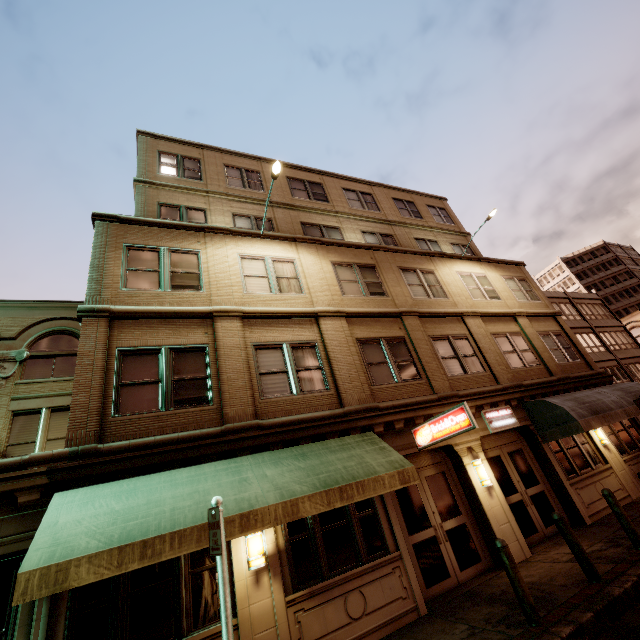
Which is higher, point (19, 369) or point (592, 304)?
point (592, 304)

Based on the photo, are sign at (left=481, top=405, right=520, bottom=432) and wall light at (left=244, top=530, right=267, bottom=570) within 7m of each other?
no

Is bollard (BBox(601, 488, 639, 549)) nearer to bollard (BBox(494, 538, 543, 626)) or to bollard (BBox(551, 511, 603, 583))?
bollard (BBox(551, 511, 603, 583))

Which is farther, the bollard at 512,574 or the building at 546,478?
the building at 546,478

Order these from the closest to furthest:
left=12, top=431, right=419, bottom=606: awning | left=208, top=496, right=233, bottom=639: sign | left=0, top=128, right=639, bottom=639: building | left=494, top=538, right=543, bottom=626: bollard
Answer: left=208, top=496, right=233, bottom=639: sign < left=12, top=431, right=419, bottom=606: awning < left=494, top=538, right=543, bottom=626: bollard < left=0, top=128, right=639, bottom=639: building

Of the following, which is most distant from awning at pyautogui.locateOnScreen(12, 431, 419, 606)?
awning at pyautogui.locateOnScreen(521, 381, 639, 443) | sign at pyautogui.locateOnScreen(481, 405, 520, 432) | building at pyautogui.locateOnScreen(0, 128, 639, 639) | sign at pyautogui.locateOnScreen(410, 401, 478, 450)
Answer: awning at pyautogui.locateOnScreen(521, 381, 639, 443)

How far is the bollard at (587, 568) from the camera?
6.36m

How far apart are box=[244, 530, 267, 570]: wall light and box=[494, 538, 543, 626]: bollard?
4.5m
